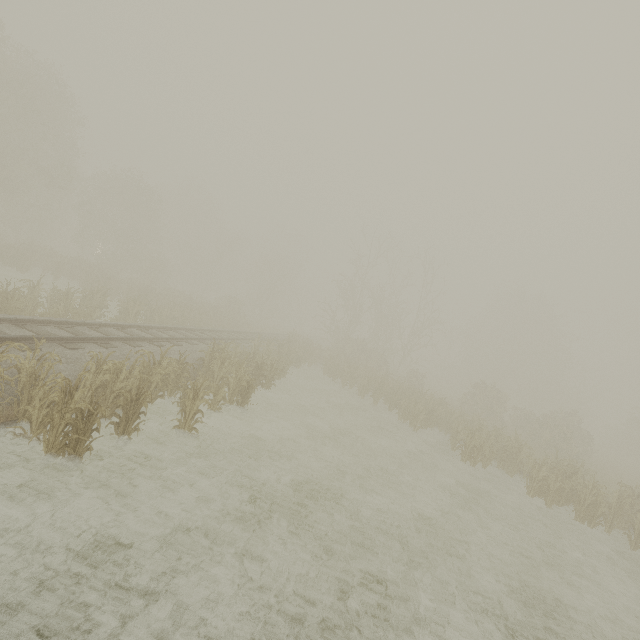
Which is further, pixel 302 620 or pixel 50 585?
pixel 302 620
